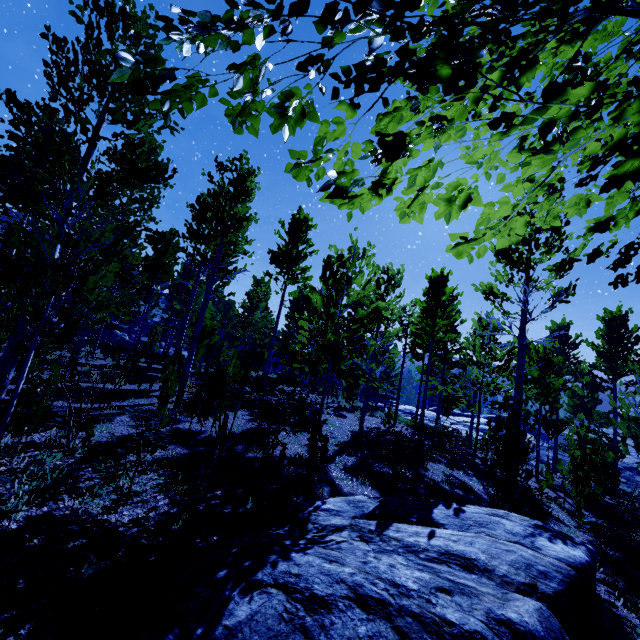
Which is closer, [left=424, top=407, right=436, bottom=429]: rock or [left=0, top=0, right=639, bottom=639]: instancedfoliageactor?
[left=0, top=0, right=639, bottom=639]: instancedfoliageactor

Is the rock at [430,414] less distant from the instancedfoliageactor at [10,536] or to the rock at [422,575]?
→ the instancedfoliageactor at [10,536]

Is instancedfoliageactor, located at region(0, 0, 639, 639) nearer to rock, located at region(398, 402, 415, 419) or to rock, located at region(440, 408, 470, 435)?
rock, located at region(398, 402, 415, 419)

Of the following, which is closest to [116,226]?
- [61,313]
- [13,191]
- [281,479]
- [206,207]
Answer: [13,191]

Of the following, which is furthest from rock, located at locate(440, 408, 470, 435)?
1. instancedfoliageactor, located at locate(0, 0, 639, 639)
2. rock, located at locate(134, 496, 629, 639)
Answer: rock, located at locate(134, 496, 629, 639)

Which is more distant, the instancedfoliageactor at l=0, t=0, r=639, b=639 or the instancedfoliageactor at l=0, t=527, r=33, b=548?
the instancedfoliageactor at l=0, t=527, r=33, b=548

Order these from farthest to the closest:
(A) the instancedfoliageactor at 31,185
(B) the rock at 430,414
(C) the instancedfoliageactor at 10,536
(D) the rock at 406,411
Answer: (D) the rock at 406,411, (B) the rock at 430,414, (C) the instancedfoliageactor at 10,536, (A) the instancedfoliageactor at 31,185

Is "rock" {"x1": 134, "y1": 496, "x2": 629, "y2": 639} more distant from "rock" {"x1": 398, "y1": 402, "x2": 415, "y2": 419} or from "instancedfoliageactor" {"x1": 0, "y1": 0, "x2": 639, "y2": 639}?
"rock" {"x1": 398, "y1": 402, "x2": 415, "y2": 419}
